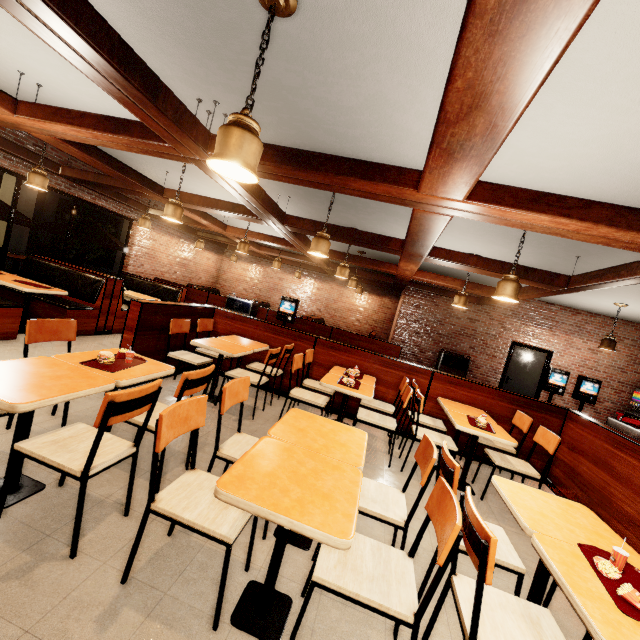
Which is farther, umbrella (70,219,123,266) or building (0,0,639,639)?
umbrella (70,219,123,266)

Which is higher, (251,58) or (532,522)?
(251,58)

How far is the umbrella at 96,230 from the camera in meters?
8.5

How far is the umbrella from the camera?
8.5m

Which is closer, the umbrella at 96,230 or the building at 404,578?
the building at 404,578
